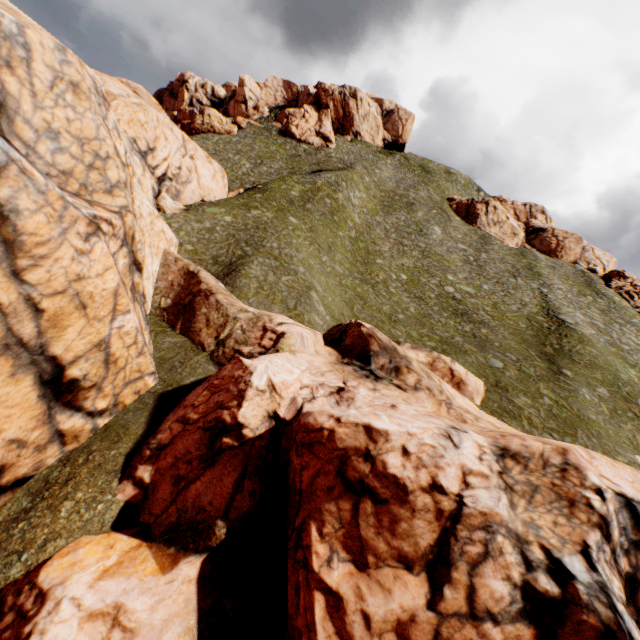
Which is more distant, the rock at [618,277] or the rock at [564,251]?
the rock at [564,251]

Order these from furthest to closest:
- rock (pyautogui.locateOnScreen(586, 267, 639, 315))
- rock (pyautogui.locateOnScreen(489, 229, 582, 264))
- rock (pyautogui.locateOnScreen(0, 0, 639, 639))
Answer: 1. rock (pyautogui.locateOnScreen(489, 229, 582, 264))
2. rock (pyautogui.locateOnScreen(586, 267, 639, 315))
3. rock (pyautogui.locateOnScreen(0, 0, 639, 639))

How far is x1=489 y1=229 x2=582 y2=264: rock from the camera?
56.69m

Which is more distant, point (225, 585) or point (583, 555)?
point (225, 585)

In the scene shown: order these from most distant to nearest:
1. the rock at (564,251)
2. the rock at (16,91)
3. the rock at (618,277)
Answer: the rock at (564,251) → the rock at (618,277) → the rock at (16,91)

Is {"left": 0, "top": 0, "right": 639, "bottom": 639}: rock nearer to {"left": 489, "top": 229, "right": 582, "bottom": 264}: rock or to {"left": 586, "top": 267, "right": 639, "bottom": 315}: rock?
{"left": 489, "top": 229, "right": 582, "bottom": 264}: rock

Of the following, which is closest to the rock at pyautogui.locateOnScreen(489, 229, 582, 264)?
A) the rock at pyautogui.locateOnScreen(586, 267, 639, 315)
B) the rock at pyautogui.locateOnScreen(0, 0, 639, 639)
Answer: the rock at pyautogui.locateOnScreen(586, 267, 639, 315)
